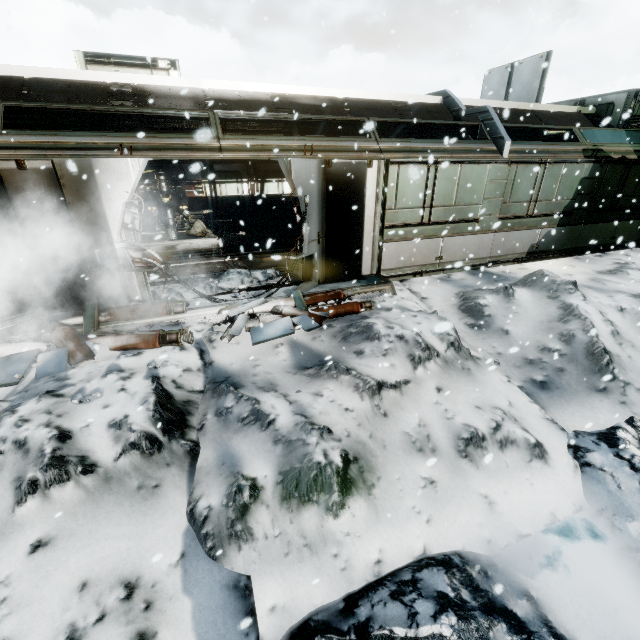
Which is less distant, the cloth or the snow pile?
the snow pile

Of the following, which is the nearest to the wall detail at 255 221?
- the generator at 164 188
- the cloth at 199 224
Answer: the cloth at 199 224

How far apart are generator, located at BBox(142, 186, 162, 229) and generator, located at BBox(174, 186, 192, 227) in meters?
0.1

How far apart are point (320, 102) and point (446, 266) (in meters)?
5.61

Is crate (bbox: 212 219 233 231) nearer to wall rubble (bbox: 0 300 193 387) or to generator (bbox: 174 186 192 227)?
generator (bbox: 174 186 192 227)

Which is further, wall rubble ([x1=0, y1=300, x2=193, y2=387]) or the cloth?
the cloth

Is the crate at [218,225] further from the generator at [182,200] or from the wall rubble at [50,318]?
the wall rubble at [50,318]

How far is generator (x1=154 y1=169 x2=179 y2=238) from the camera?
11.6 meters
